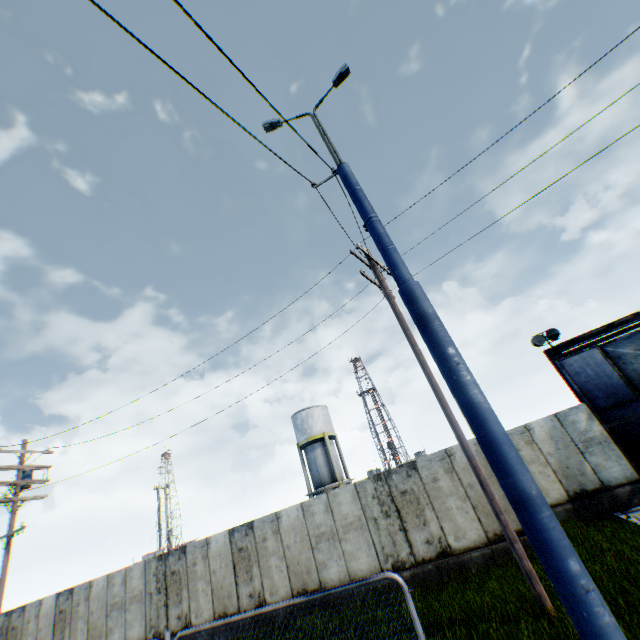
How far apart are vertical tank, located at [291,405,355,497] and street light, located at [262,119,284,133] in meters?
29.2

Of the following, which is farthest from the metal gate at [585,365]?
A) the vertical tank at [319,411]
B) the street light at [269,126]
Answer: the vertical tank at [319,411]

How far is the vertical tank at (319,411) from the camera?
30.4 meters

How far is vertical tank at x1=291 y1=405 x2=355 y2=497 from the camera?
30.4m

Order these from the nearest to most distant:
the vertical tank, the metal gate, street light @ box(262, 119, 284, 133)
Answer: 1. street light @ box(262, 119, 284, 133)
2. the metal gate
3. the vertical tank

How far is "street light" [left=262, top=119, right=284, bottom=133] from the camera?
6.8 meters

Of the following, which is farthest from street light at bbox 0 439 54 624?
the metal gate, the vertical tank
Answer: the metal gate

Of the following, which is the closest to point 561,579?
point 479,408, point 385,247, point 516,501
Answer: point 516,501
